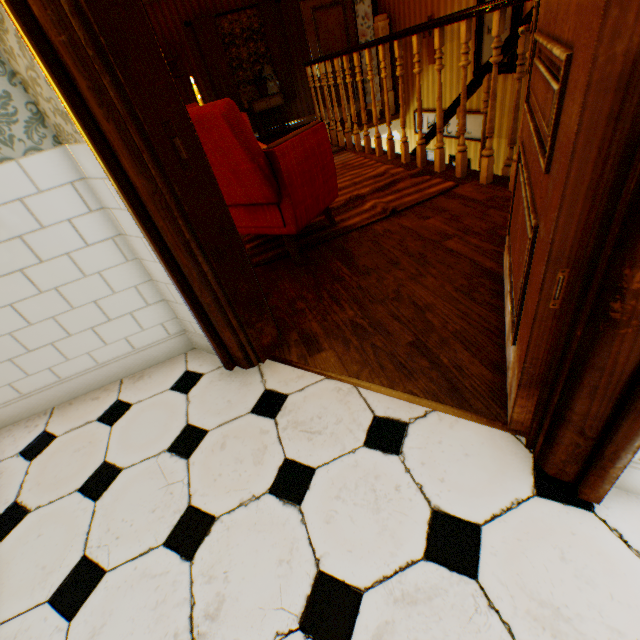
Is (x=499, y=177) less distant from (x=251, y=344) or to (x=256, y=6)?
(x=251, y=344)

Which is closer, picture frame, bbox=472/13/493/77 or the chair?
the chair

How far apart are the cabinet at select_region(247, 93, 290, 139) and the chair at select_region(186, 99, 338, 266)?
6.1 meters

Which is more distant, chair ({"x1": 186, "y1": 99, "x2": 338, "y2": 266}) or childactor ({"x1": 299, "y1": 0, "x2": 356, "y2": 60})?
childactor ({"x1": 299, "y1": 0, "x2": 356, "y2": 60})

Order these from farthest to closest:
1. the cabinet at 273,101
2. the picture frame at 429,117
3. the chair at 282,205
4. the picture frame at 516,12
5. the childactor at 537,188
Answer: the cabinet at 273,101 → the picture frame at 429,117 → the picture frame at 516,12 → the chair at 282,205 → the childactor at 537,188

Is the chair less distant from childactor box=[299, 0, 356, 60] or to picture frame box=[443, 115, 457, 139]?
picture frame box=[443, 115, 457, 139]

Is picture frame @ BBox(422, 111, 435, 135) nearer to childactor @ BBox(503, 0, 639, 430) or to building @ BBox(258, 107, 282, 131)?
building @ BBox(258, 107, 282, 131)

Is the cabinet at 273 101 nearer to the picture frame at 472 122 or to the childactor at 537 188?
the picture frame at 472 122
